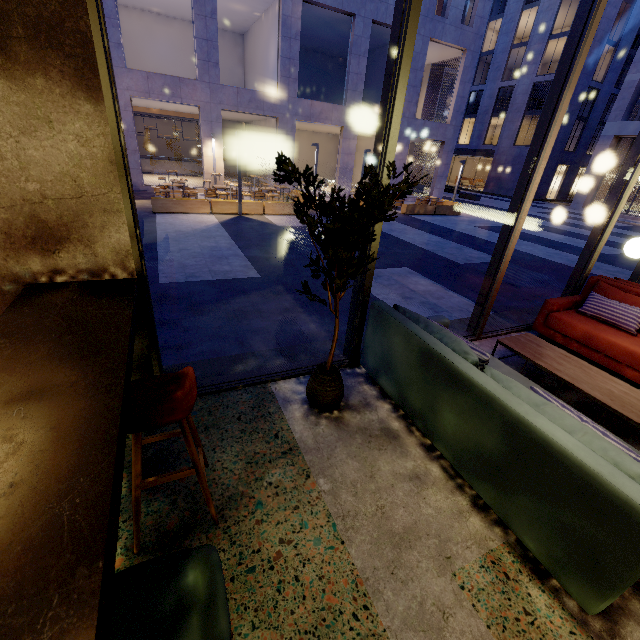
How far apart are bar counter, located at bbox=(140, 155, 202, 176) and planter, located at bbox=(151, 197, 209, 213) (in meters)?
11.71

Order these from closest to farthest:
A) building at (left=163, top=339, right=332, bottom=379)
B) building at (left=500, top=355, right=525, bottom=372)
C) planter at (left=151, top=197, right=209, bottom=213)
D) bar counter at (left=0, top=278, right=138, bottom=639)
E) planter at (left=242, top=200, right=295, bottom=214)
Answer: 1. bar counter at (left=0, top=278, right=138, bottom=639)
2. building at (left=163, top=339, right=332, bottom=379)
3. building at (left=500, top=355, right=525, bottom=372)
4. planter at (left=151, top=197, right=209, bottom=213)
5. planter at (left=242, top=200, right=295, bottom=214)

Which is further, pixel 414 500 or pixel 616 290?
pixel 616 290

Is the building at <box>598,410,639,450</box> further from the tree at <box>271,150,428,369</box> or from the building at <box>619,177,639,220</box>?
the building at <box>619,177,639,220</box>

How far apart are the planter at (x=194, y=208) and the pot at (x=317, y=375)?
11.3 meters

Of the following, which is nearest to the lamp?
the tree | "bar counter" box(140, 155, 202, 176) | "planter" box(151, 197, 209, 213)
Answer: the tree

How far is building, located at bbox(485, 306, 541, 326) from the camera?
5.1 meters

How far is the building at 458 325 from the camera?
4.7 meters
